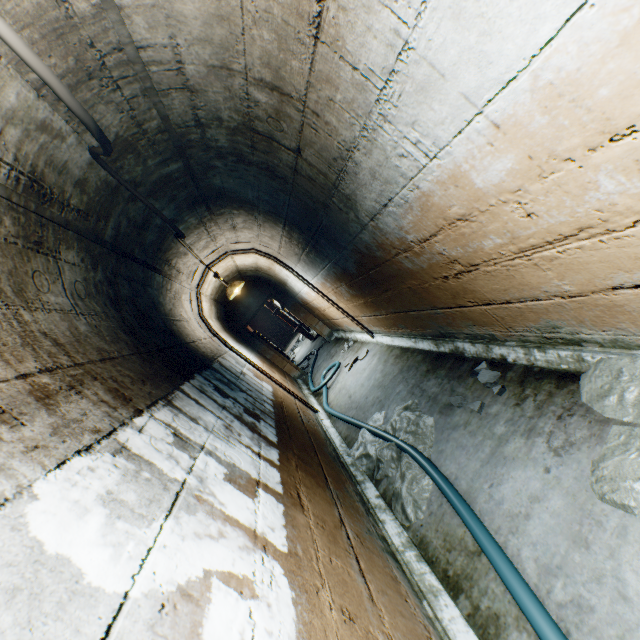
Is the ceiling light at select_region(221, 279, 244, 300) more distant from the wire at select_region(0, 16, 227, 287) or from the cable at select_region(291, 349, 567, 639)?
the cable at select_region(291, 349, 567, 639)

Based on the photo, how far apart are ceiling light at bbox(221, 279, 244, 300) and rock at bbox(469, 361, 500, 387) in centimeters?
419cm

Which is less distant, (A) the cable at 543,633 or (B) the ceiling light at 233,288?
(A) the cable at 543,633

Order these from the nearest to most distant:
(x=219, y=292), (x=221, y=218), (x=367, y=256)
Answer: (x=367, y=256) → (x=221, y=218) → (x=219, y=292)

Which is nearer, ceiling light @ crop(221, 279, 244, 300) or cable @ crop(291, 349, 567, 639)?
cable @ crop(291, 349, 567, 639)

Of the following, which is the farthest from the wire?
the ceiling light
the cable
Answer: the cable

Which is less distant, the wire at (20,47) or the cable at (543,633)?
the wire at (20,47)

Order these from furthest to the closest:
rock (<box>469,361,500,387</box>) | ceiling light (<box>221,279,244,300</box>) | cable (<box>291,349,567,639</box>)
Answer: ceiling light (<box>221,279,244,300</box>) < rock (<box>469,361,500,387</box>) < cable (<box>291,349,567,639</box>)
